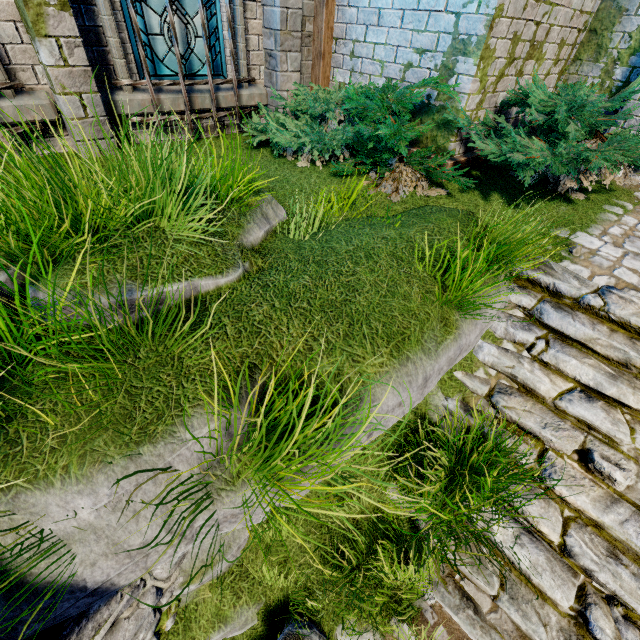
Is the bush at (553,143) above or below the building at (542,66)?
below

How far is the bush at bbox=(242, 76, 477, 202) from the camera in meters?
4.1 m

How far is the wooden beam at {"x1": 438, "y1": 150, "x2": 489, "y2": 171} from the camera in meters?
4.7

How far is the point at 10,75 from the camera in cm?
357

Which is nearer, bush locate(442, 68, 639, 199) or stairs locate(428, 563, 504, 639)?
stairs locate(428, 563, 504, 639)

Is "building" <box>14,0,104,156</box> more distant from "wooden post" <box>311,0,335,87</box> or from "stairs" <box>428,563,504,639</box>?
"stairs" <box>428,563,504,639</box>

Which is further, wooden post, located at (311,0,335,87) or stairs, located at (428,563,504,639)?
wooden post, located at (311,0,335,87)

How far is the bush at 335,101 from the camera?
4.1 meters
